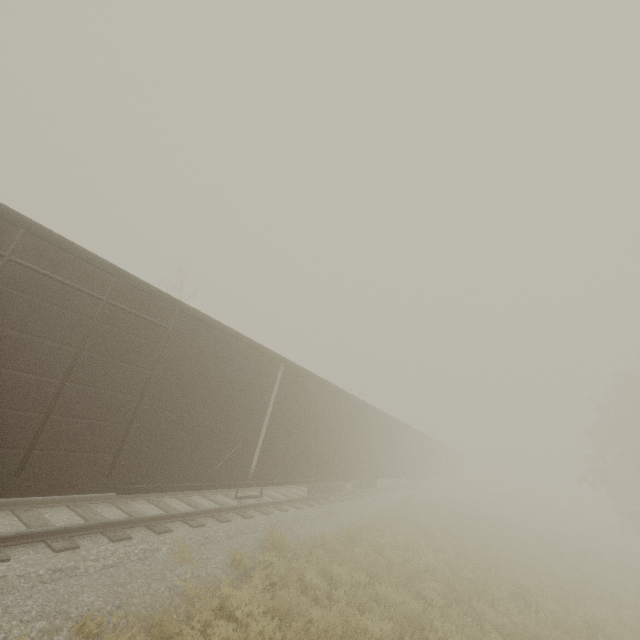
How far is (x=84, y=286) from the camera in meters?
5.1 m
